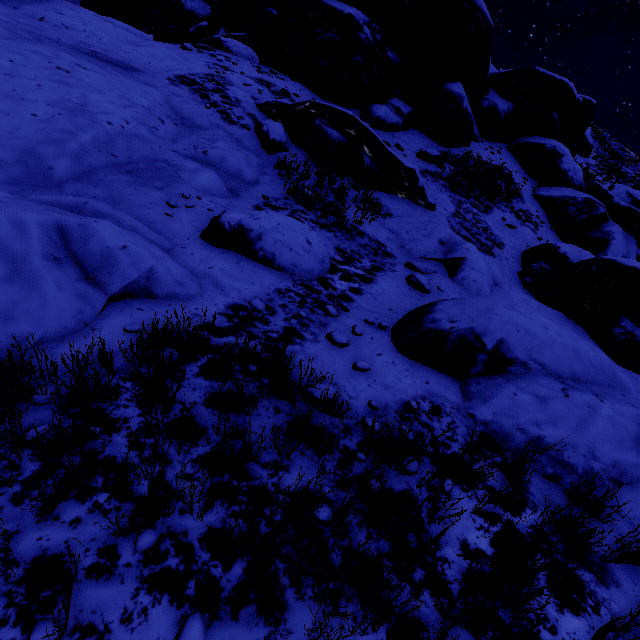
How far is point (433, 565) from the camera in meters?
2.1

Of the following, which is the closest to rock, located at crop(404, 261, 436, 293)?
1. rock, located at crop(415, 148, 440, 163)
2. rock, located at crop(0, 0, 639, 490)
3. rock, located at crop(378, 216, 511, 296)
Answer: rock, located at crop(378, 216, 511, 296)

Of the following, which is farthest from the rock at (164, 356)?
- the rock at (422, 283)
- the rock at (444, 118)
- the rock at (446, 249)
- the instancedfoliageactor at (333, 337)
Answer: the instancedfoliageactor at (333, 337)

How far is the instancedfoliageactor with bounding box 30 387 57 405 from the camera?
2.16m

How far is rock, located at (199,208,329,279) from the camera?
4.8 meters

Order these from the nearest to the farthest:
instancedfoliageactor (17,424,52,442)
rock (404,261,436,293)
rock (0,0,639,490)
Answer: instancedfoliageactor (17,424,52,442) < rock (0,0,639,490) < rock (404,261,436,293)

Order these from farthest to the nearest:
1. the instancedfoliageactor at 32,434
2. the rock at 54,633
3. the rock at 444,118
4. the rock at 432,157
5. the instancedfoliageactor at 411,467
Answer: the rock at 432,157 < the rock at 444,118 < the instancedfoliageactor at 411,467 < the instancedfoliageactor at 32,434 < the rock at 54,633

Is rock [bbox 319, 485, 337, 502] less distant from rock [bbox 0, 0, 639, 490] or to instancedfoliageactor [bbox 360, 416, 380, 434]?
instancedfoliageactor [bbox 360, 416, 380, 434]
